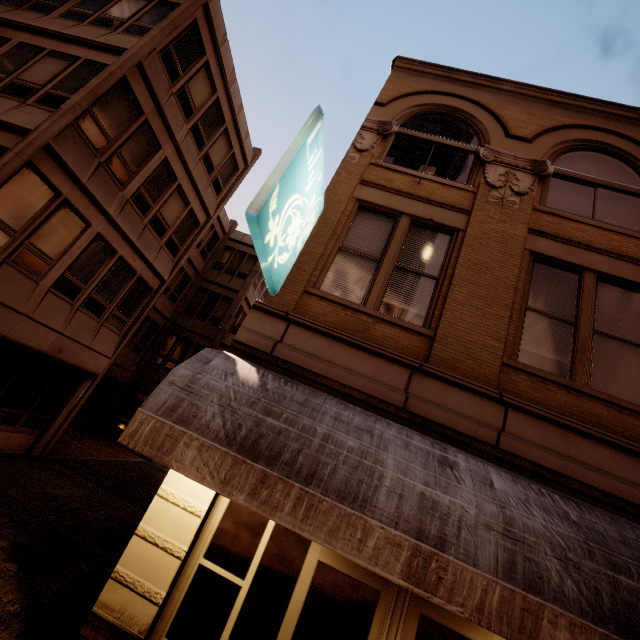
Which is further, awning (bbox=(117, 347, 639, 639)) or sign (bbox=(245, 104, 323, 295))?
sign (bbox=(245, 104, 323, 295))

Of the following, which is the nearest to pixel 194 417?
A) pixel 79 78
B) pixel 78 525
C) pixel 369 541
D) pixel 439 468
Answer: pixel 369 541

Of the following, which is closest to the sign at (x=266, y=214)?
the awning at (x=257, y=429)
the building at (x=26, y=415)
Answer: the building at (x=26, y=415)

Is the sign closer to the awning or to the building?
the building

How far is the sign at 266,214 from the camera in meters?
4.1 m

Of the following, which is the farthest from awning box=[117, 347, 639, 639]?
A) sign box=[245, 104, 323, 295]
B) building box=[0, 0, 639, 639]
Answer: sign box=[245, 104, 323, 295]
